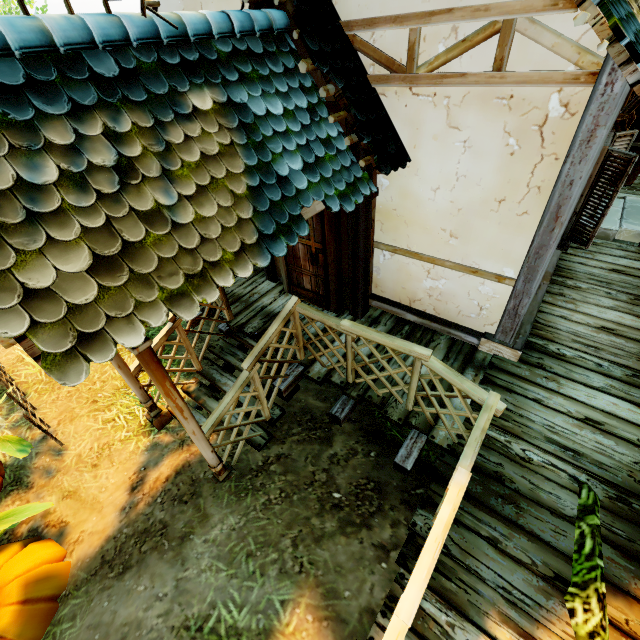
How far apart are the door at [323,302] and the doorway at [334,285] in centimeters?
1cm

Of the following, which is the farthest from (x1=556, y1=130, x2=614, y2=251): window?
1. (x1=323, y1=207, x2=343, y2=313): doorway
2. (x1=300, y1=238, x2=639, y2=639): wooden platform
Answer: (x1=323, y1=207, x2=343, y2=313): doorway

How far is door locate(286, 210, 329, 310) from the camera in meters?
4.6 m

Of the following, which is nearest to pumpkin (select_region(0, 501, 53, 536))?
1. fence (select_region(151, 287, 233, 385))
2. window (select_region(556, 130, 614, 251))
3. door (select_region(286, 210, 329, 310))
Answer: fence (select_region(151, 287, 233, 385))

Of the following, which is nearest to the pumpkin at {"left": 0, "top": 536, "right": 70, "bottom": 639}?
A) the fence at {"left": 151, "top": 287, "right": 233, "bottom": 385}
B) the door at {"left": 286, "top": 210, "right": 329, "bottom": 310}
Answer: the fence at {"left": 151, "top": 287, "right": 233, "bottom": 385}

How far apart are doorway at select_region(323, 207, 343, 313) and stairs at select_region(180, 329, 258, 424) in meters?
1.1 m

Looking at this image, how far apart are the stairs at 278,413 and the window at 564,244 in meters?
4.2 m

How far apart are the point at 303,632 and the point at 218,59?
5.0 meters
